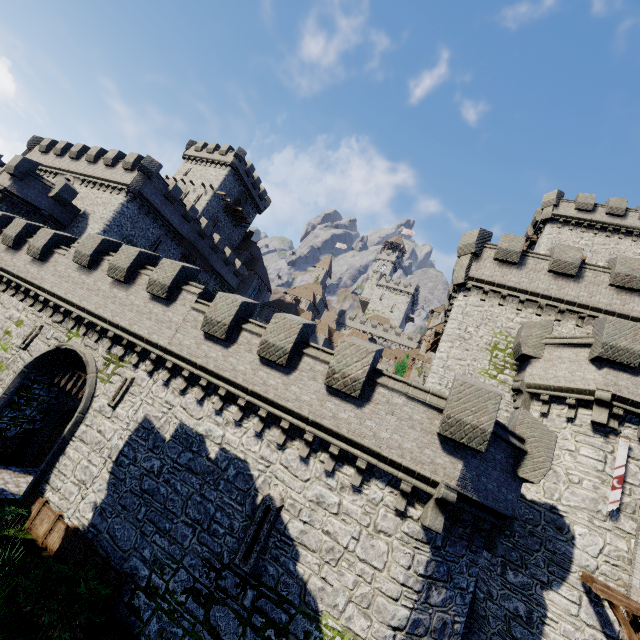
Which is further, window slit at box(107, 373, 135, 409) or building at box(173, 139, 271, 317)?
building at box(173, 139, 271, 317)

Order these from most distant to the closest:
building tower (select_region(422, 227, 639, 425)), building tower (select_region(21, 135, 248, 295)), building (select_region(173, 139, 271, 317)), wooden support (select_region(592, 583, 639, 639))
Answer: building (select_region(173, 139, 271, 317)) → building tower (select_region(21, 135, 248, 295)) → building tower (select_region(422, 227, 639, 425)) → wooden support (select_region(592, 583, 639, 639))

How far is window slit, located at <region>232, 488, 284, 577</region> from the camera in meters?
10.3 m

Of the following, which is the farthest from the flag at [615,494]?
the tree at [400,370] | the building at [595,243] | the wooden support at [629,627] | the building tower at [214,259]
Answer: the building tower at [214,259]

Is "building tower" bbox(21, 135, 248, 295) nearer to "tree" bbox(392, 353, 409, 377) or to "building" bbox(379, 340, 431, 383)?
"building" bbox(379, 340, 431, 383)

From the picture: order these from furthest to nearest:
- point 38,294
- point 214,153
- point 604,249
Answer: point 214,153 → point 604,249 → point 38,294

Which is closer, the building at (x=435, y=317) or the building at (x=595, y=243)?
the building at (x=595, y=243)

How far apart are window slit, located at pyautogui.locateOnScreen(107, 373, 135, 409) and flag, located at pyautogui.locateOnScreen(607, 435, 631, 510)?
19.5 meters
